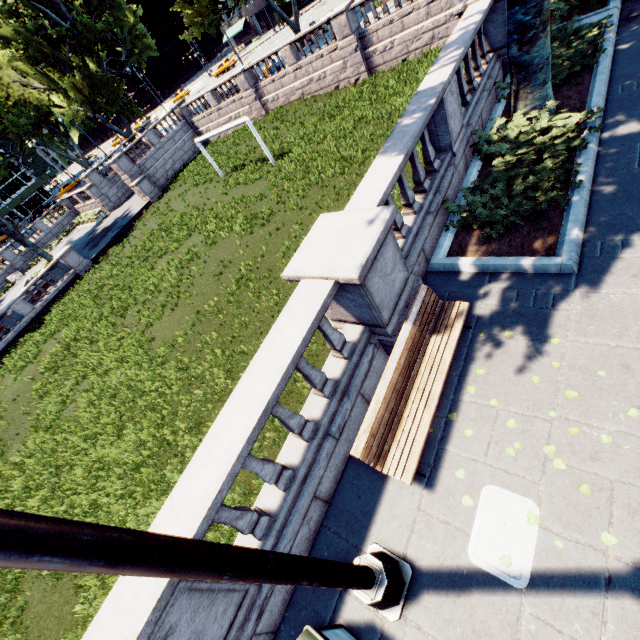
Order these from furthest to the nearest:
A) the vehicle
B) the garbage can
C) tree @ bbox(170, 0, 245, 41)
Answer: the vehicle < tree @ bbox(170, 0, 245, 41) < the garbage can

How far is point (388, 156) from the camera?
5.9 meters

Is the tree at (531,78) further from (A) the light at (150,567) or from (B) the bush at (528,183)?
(A) the light at (150,567)

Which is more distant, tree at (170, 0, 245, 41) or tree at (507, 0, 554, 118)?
tree at (170, 0, 245, 41)

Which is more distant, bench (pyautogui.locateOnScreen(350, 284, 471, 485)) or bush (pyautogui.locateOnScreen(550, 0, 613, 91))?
bush (pyautogui.locateOnScreen(550, 0, 613, 91))

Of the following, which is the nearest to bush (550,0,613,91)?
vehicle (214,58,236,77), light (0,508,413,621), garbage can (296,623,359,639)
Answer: light (0,508,413,621)

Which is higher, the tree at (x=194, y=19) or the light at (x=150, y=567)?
the tree at (x=194, y=19)

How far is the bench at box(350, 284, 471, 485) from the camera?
4.3 meters
